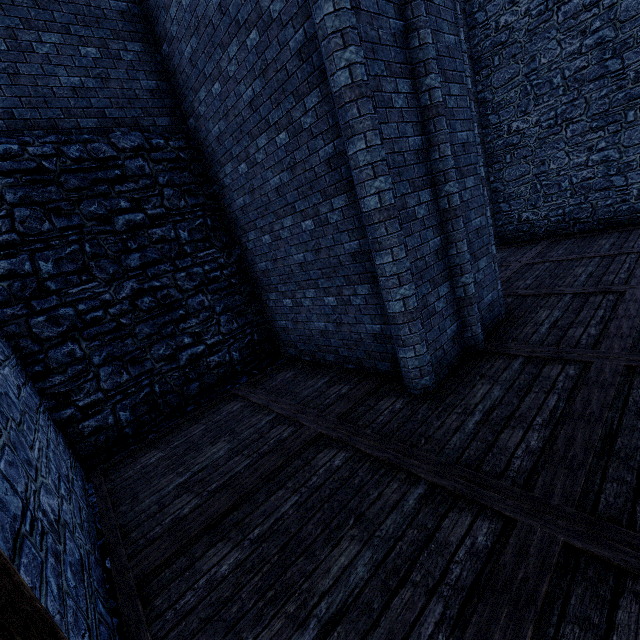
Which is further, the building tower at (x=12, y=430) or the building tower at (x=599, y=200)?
the building tower at (x=599, y=200)

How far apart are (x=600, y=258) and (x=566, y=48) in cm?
750

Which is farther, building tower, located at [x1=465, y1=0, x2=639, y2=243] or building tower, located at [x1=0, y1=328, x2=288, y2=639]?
building tower, located at [x1=465, y1=0, x2=639, y2=243]
